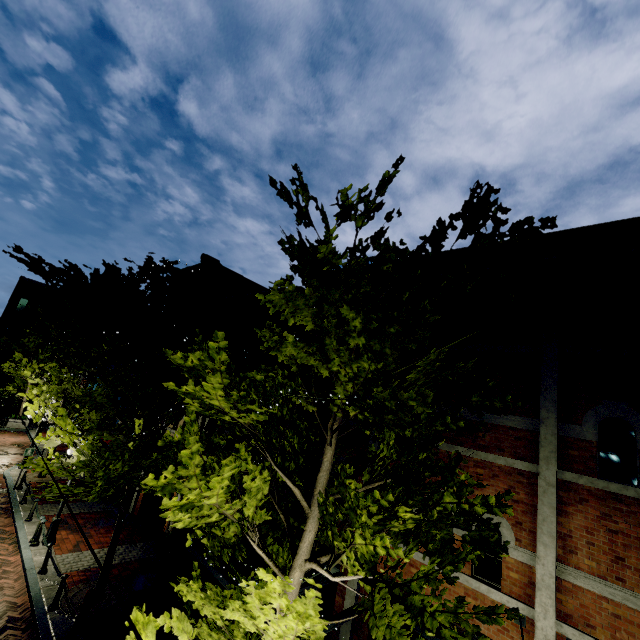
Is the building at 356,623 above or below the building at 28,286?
below

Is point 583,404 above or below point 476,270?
below

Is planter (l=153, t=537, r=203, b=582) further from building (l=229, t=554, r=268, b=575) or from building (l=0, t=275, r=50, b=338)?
building (l=0, t=275, r=50, b=338)

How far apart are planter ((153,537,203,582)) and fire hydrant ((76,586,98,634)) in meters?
3.0 m

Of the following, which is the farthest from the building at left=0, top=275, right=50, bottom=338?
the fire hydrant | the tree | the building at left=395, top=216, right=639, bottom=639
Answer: the fire hydrant

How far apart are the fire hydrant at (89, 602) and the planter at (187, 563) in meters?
3.0 m

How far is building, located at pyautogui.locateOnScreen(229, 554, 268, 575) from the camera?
10.31m

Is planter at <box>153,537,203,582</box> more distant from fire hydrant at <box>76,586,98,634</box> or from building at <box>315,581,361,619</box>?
fire hydrant at <box>76,586,98,634</box>
